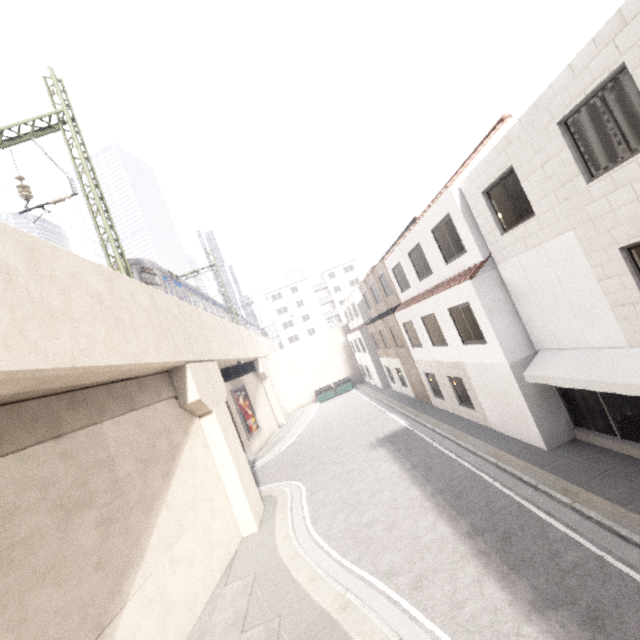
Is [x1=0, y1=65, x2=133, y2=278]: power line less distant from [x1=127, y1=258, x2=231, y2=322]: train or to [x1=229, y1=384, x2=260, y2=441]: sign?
[x1=127, y1=258, x2=231, y2=322]: train

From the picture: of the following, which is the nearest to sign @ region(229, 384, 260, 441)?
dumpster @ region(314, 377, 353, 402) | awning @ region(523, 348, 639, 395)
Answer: dumpster @ region(314, 377, 353, 402)

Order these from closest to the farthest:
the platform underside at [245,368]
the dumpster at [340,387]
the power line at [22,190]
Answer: the power line at [22,190] → the platform underside at [245,368] → the dumpster at [340,387]

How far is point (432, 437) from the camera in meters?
14.8 m

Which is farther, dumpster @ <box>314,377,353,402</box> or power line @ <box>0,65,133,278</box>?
dumpster @ <box>314,377,353,402</box>

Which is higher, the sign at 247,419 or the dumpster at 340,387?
the sign at 247,419

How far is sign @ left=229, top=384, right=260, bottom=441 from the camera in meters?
23.9 m

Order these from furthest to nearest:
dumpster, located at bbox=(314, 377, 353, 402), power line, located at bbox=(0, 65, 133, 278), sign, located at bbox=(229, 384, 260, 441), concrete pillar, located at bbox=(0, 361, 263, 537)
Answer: dumpster, located at bbox=(314, 377, 353, 402)
sign, located at bbox=(229, 384, 260, 441)
power line, located at bbox=(0, 65, 133, 278)
concrete pillar, located at bbox=(0, 361, 263, 537)
